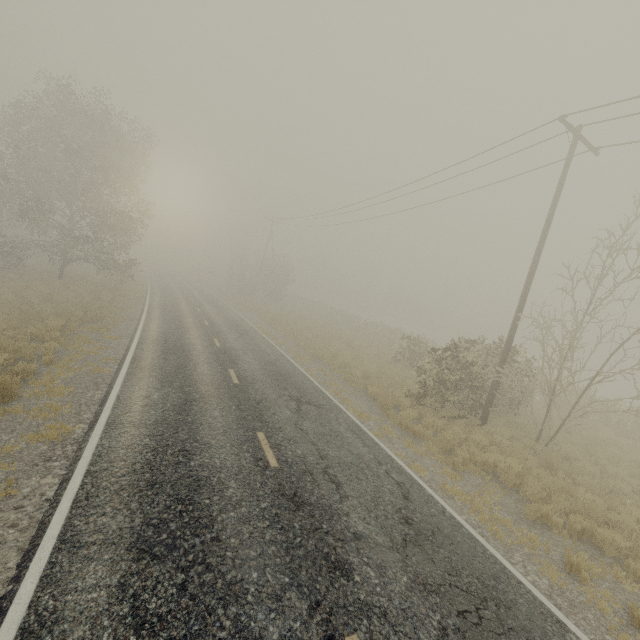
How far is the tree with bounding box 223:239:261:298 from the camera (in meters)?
45.31

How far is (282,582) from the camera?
4.47m

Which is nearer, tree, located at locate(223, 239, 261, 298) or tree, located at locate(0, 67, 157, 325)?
tree, located at locate(0, 67, 157, 325)

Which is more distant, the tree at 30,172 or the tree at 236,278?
the tree at 236,278

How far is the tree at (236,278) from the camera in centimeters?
4531cm
